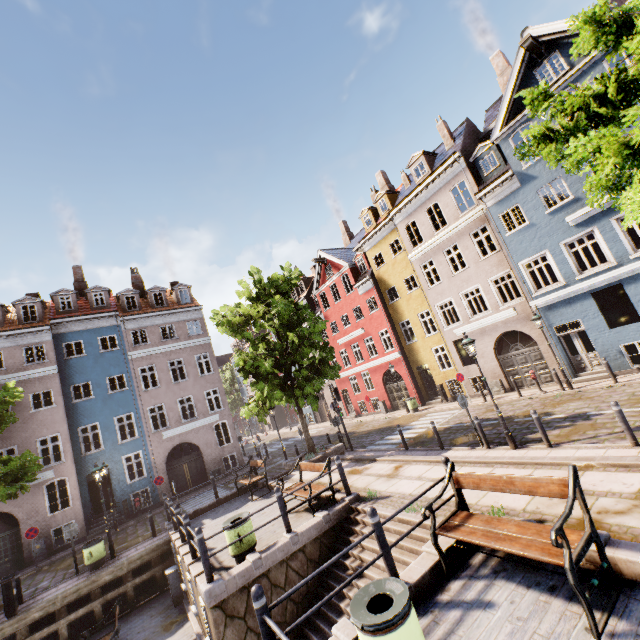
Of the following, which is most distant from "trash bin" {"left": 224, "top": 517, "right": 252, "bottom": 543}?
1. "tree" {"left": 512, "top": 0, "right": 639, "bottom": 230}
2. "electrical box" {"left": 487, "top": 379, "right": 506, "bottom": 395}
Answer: "electrical box" {"left": 487, "top": 379, "right": 506, "bottom": 395}

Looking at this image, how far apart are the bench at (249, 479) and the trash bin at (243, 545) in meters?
4.9

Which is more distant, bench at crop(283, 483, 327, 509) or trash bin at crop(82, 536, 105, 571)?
trash bin at crop(82, 536, 105, 571)

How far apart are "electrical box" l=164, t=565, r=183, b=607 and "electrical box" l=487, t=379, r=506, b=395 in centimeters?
1788cm

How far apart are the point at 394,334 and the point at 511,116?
15.02m

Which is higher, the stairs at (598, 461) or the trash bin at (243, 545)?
the trash bin at (243, 545)

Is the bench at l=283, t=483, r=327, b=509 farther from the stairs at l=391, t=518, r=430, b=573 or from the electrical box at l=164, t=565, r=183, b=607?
the electrical box at l=164, t=565, r=183, b=607

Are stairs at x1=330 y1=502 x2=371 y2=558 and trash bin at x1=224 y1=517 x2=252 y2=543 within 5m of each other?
yes
